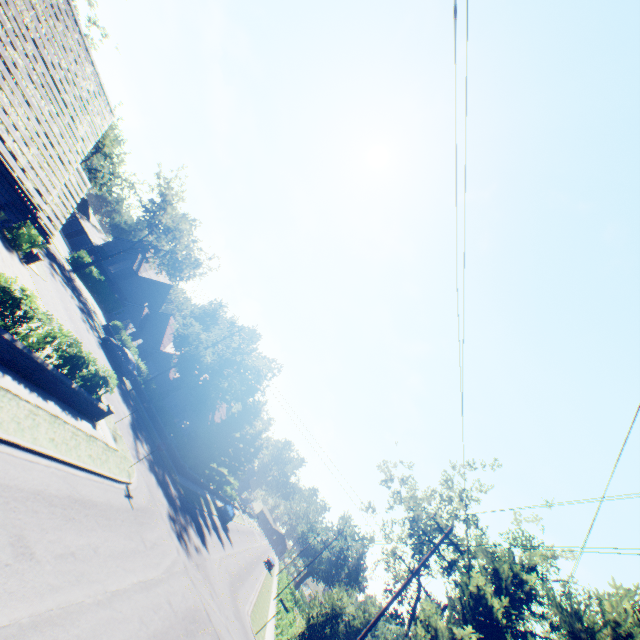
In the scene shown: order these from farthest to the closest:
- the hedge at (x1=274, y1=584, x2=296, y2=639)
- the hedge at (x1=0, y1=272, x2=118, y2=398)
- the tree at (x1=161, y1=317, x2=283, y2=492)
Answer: the tree at (x1=161, y1=317, x2=283, y2=492) → the hedge at (x1=274, y1=584, x2=296, y2=639) → the hedge at (x1=0, y1=272, x2=118, y2=398)

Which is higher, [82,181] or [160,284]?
[160,284]

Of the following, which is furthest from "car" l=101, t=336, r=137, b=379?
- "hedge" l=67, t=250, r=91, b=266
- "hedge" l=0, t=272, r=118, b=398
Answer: "hedge" l=67, t=250, r=91, b=266

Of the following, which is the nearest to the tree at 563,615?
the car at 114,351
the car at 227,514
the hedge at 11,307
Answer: the car at 227,514

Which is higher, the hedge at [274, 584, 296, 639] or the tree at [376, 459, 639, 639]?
the tree at [376, 459, 639, 639]

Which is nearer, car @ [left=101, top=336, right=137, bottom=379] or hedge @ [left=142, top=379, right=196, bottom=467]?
car @ [left=101, top=336, right=137, bottom=379]

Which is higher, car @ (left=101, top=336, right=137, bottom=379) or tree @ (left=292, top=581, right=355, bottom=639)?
tree @ (left=292, top=581, right=355, bottom=639)

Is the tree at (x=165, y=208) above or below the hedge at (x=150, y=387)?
above
